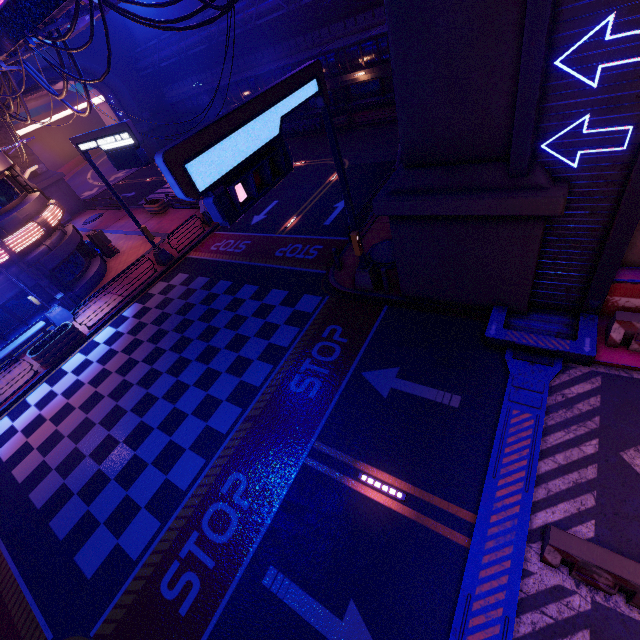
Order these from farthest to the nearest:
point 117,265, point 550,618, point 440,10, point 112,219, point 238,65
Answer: point 238,65
point 112,219
point 117,265
point 440,10
point 550,618

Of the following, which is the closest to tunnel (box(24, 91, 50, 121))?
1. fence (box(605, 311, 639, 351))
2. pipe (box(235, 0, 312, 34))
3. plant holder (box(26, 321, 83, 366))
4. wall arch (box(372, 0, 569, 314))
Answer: pipe (box(235, 0, 312, 34))

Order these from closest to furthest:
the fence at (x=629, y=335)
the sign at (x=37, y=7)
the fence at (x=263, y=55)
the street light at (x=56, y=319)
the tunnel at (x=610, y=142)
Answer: the tunnel at (x=610, y=142) < the fence at (x=629, y=335) < the sign at (x=37, y=7) < the street light at (x=56, y=319) < the fence at (x=263, y=55)

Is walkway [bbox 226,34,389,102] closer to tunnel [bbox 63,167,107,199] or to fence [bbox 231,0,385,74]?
fence [bbox 231,0,385,74]

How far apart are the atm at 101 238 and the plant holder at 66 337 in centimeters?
824cm

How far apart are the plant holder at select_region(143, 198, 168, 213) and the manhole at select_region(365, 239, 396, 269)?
20.4 meters

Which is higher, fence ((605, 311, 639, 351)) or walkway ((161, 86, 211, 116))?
walkway ((161, 86, 211, 116))

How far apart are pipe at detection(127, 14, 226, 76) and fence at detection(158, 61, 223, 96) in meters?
0.0 m
